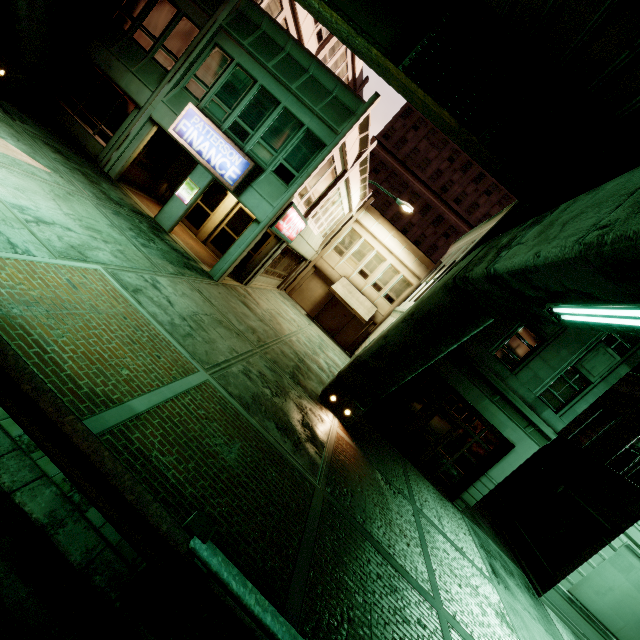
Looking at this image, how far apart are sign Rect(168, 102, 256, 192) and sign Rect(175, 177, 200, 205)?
1.0m

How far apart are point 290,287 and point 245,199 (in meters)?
11.89

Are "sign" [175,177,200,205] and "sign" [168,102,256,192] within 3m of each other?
yes

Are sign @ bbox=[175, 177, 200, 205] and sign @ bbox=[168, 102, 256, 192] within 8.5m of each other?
yes

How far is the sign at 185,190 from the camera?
13.2 meters

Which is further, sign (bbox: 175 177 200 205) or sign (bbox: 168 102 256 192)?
sign (bbox: 175 177 200 205)

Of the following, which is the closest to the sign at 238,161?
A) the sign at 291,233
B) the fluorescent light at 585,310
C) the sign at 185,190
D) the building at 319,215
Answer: the building at 319,215

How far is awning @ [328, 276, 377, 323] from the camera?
22.4m
